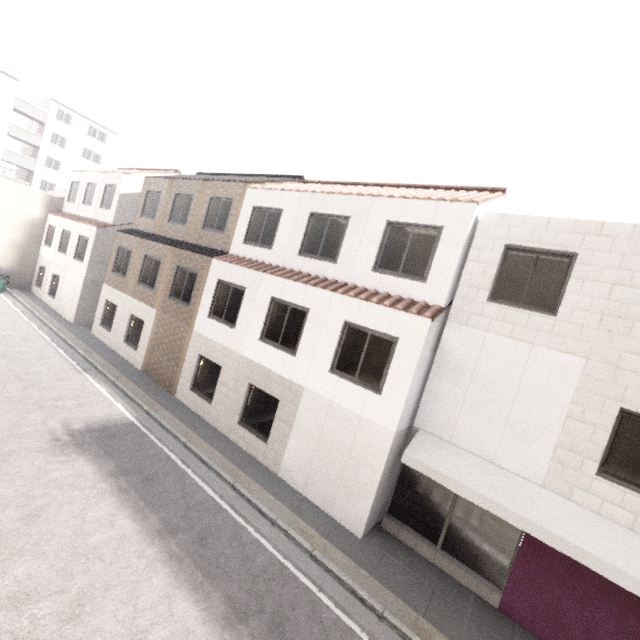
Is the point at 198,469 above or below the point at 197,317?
below
